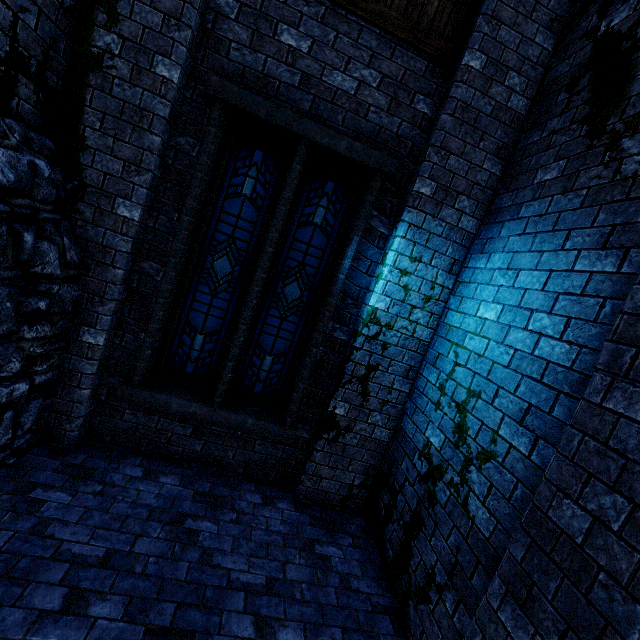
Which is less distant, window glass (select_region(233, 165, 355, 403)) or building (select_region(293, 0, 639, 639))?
building (select_region(293, 0, 639, 639))

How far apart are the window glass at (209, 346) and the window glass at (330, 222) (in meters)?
0.22

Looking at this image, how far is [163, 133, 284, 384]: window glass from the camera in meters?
4.2 m

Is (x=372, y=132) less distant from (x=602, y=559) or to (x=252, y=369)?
(x=252, y=369)

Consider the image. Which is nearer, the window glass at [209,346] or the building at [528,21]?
the building at [528,21]

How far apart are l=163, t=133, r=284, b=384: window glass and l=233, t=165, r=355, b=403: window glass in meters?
A: 0.2

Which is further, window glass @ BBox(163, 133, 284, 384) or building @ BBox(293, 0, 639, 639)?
window glass @ BBox(163, 133, 284, 384)
